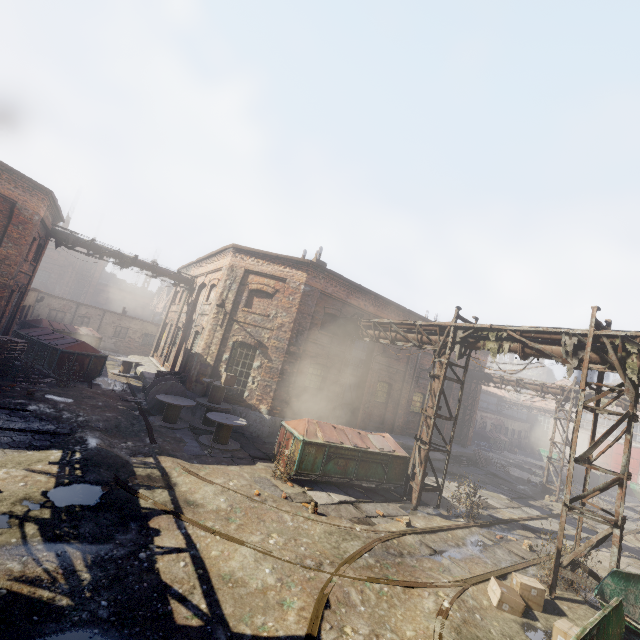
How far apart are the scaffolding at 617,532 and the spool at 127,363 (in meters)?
21.32

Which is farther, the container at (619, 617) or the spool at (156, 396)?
the spool at (156, 396)

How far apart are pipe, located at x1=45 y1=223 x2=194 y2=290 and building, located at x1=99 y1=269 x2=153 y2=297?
43.24m

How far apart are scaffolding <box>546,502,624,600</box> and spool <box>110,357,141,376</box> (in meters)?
21.32

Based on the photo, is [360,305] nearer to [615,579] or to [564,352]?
[564,352]

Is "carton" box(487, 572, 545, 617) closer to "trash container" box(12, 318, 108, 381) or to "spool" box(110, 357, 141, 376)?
"trash container" box(12, 318, 108, 381)

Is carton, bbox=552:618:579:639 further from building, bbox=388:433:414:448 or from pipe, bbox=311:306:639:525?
building, bbox=388:433:414:448

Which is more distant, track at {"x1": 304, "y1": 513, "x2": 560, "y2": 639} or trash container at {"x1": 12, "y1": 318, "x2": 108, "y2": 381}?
trash container at {"x1": 12, "y1": 318, "x2": 108, "y2": 381}
